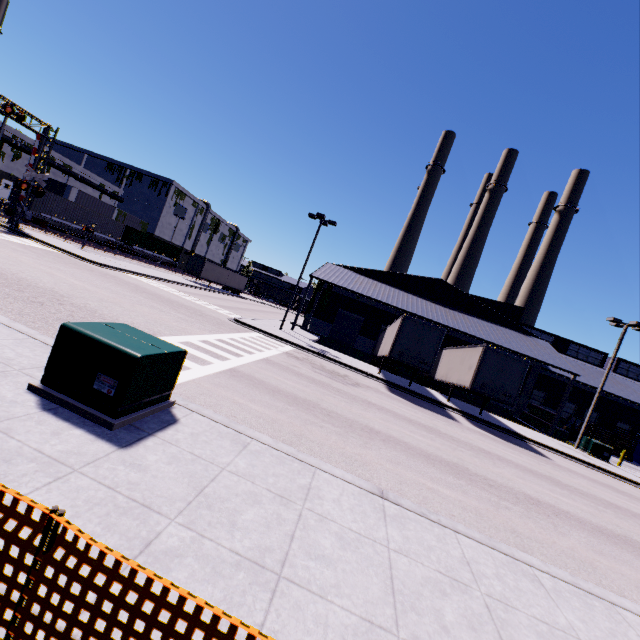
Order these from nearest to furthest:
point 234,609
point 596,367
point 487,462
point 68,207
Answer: point 234,609
point 487,462
point 68,207
point 596,367

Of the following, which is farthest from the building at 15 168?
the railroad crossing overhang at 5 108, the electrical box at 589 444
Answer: the railroad crossing overhang at 5 108

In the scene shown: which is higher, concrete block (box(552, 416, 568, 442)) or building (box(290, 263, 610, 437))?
building (box(290, 263, 610, 437))

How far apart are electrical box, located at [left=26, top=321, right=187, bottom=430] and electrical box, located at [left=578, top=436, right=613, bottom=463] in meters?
28.3

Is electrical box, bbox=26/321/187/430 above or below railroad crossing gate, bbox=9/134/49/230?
below

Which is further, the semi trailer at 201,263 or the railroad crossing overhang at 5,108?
the semi trailer at 201,263

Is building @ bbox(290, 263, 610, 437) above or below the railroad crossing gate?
below

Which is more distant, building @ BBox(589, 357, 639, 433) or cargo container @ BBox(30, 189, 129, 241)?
cargo container @ BBox(30, 189, 129, 241)
